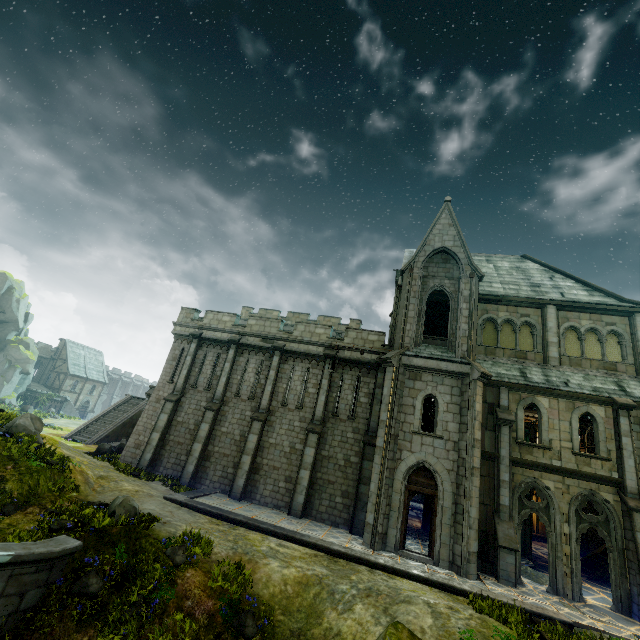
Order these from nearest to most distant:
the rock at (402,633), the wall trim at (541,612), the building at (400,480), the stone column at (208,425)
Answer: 1. the rock at (402,633)
2. the wall trim at (541,612)
3. the building at (400,480)
4. the stone column at (208,425)

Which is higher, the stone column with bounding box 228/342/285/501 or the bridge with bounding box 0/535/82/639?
the stone column with bounding box 228/342/285/501

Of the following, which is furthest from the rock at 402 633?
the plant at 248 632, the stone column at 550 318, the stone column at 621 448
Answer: the stone column at 550 318

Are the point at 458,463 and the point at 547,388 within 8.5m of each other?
yes

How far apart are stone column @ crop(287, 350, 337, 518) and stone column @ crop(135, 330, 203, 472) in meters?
8.7 m

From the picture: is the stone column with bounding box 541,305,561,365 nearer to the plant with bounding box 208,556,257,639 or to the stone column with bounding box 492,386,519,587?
the stone column with bounding box 492,386,519,587

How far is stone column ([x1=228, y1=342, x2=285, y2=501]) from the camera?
17.42m

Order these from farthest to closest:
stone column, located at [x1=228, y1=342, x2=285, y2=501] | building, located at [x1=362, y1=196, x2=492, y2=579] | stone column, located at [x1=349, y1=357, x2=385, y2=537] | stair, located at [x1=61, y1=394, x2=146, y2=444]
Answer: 1. stair, located at [x1=61, y1=394, x2=146, y2=444]
2. stone column, located at [x1=228, y1=342, x2=285, y2=501]
3. stone column, located at [x1=349, y1=357, x2=385, y2=537]
4. building, located at [x1=362, y1=196, x2=492, y2=579]
